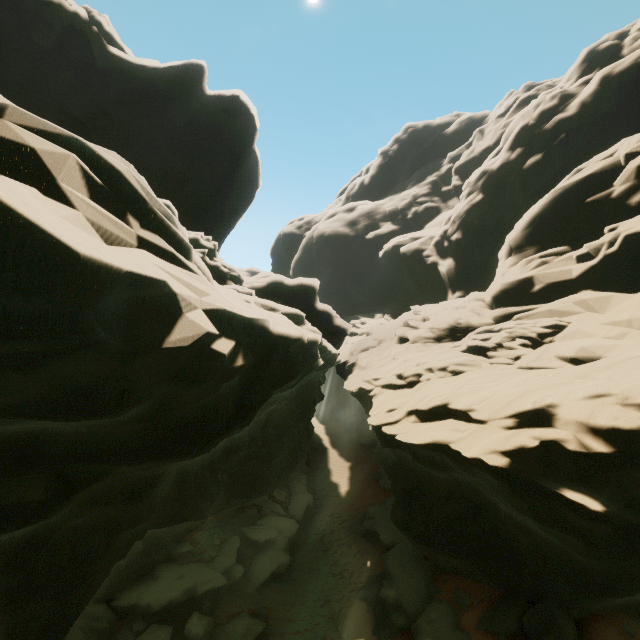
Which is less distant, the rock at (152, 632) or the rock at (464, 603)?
the rock at (152, 632)

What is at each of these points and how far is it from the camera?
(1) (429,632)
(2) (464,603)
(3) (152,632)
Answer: (1) rock, 12.8m
(2) rock, 13.8m
(3) rock, 12.1m

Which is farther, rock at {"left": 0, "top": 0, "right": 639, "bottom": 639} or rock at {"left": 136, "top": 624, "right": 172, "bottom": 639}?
rock at {"left": 136, "top": 624, "right": 172, "bottom": 639}

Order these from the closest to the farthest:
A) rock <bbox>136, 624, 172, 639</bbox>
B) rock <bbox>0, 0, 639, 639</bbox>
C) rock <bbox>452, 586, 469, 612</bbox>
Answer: rock <bbox>0, 0, 639, 639</bbox> < rock <bbox>136, 624, 172, 639</bbox> < rock <bbox>452, 586, 469, 612</bbox>

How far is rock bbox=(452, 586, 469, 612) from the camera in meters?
13.6

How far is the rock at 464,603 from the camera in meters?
13.6

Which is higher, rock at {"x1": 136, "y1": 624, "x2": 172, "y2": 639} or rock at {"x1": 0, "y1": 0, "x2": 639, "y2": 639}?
rock at {"x1": 0, "y1": 0, "x2": 639, "y2": 639}
